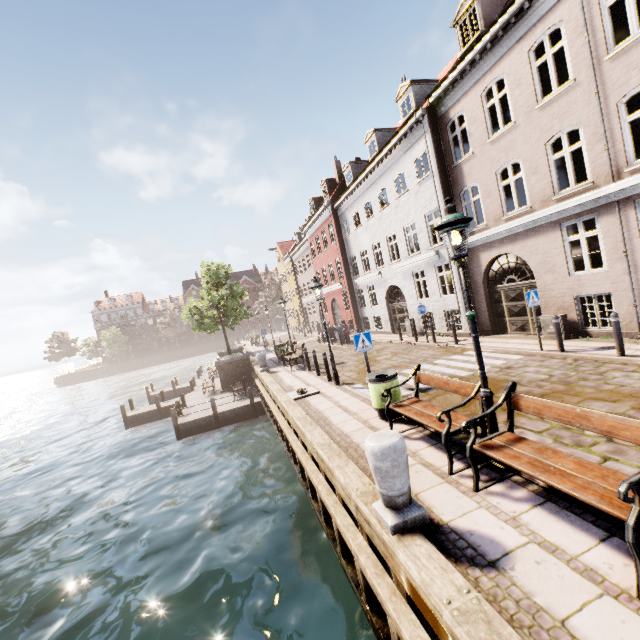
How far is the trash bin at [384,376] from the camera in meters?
7.1

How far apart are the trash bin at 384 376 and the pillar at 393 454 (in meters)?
2.89

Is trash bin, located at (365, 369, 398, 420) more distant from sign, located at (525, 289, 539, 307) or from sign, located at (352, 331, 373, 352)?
sign, located at (525, 289, 539, 307)

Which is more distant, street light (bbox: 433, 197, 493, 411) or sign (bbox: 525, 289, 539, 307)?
sign (bbox: 525, 289, 539, 307)

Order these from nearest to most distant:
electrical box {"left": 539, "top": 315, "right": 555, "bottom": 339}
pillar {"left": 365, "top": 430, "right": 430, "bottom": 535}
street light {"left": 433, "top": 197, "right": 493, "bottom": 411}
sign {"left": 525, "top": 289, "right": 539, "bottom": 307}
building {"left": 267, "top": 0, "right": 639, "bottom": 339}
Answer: pillar {"left": 365, "top": 430, "right": 430, "bottom": 535} < street light {"left": 433, "top": 197, "right": 493, "bottom": 411} < building {"left": 267, "top": 0, "right": 639, "bottom": 339} < sign {"left": 525, "top": 289, "right": 539, "bottom": 307} < electrical box {"left": 539, "top": 315, "right": 555, "bottom": 339}

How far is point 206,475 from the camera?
11.95m

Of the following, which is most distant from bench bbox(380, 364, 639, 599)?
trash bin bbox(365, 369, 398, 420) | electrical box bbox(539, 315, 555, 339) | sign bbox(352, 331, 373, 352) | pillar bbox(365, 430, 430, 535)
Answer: electrical box bbox(539, 315, 555, 339)

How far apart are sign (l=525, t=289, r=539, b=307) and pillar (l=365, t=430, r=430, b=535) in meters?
8.2
